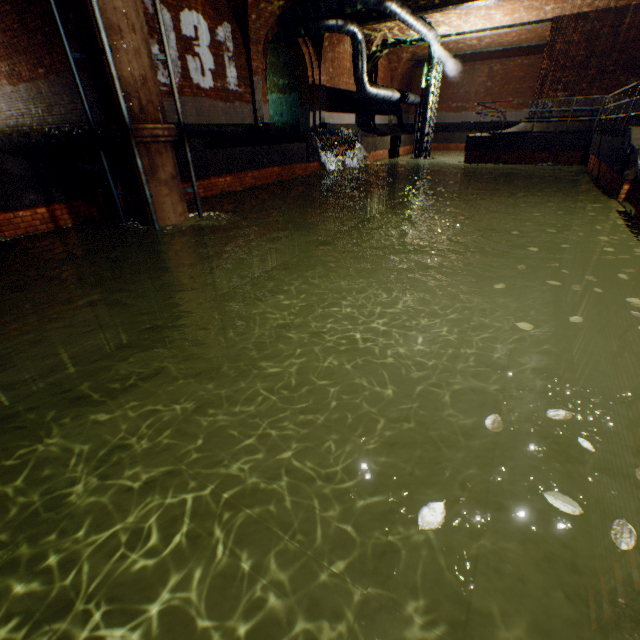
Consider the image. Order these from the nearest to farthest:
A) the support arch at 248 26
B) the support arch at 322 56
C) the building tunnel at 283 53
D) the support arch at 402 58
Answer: the support arch at 248 26 < the support arch at 322 56 < the building tunnel at 283 53 < the support arch at 402 58

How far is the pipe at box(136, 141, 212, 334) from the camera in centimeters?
591cm

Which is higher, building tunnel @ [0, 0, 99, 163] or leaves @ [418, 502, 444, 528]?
building tunnel @ [0, 0, 99, 163]

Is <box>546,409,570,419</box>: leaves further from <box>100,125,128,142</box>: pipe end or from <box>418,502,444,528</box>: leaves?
<box>100,125,128,142</box>: pipe end

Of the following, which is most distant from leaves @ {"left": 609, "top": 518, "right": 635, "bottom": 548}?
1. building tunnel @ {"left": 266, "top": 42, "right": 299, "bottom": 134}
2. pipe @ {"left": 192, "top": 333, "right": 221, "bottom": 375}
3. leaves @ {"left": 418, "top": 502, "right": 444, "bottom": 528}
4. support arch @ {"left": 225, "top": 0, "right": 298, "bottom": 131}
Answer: building tunnel @ {"left": 266, "top": 42, "right": 299, "bottom": 134}

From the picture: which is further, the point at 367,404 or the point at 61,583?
the point at 367,404

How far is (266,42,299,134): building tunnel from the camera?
Result: 15.8 meters

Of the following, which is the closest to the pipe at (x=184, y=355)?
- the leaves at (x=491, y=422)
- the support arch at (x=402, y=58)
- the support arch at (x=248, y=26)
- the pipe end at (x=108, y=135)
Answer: the pipe end at (x=108, y=135)
